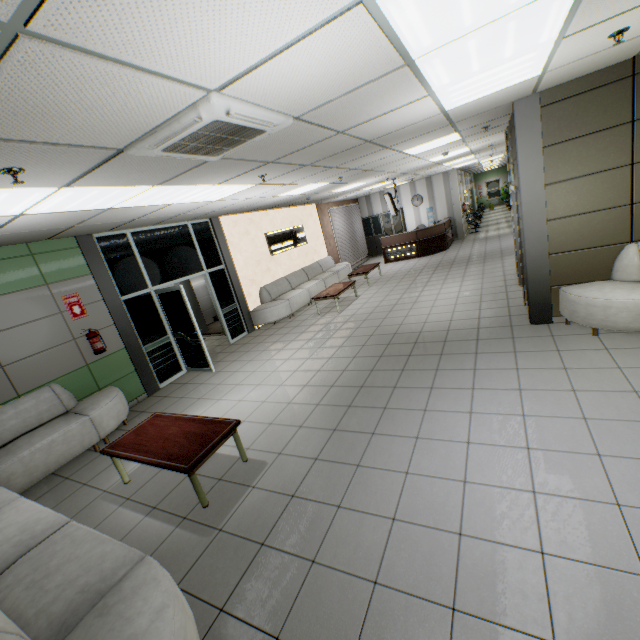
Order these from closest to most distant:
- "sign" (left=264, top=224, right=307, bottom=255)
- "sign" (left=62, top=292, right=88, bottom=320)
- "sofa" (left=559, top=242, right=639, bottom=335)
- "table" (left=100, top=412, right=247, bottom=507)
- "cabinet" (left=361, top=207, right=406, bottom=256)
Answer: "table" (left=100, top=412, right=247, bottom=507), "sofa" (left=559, top=242, right=639, bottom=335), "sign" (left=62, top=292, right=88, bottom=320), "sign" (left=264, top=224, right=307, bottom=255), "cabinet" (left=361, top=207, right=406, bottom=256)

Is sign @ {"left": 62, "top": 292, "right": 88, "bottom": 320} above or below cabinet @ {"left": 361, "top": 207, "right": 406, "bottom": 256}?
above

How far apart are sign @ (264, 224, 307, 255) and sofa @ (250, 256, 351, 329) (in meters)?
0.78

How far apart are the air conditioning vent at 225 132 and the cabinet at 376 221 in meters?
14.6

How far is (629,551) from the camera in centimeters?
199cm

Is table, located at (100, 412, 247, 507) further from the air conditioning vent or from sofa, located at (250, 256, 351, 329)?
sofa, located at (250, 256, 351, 329)

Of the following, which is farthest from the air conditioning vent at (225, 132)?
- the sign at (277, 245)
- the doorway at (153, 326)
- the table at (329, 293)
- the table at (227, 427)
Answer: the sign at (277, 245)

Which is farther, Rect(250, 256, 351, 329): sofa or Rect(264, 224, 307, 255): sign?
Rect(264, 224, 307, 255): sign
